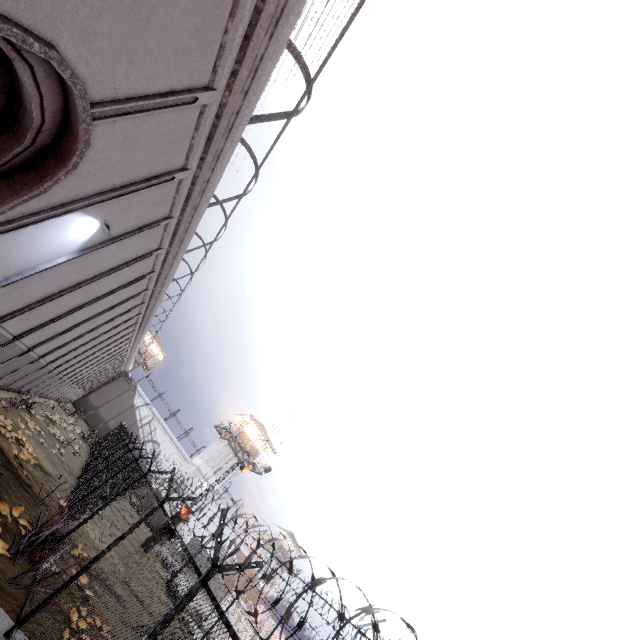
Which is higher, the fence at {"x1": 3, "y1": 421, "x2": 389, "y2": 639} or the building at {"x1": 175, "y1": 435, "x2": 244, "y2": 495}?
the building at {"x1": 175, "y1": 435, "x2": 244, "y2": 495}

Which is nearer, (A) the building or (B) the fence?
(B) the fence

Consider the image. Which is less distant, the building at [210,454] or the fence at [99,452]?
the fence at [99,452]

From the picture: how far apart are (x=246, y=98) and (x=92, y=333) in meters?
16.5

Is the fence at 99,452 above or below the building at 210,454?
below

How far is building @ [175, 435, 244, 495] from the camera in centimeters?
3619cm
